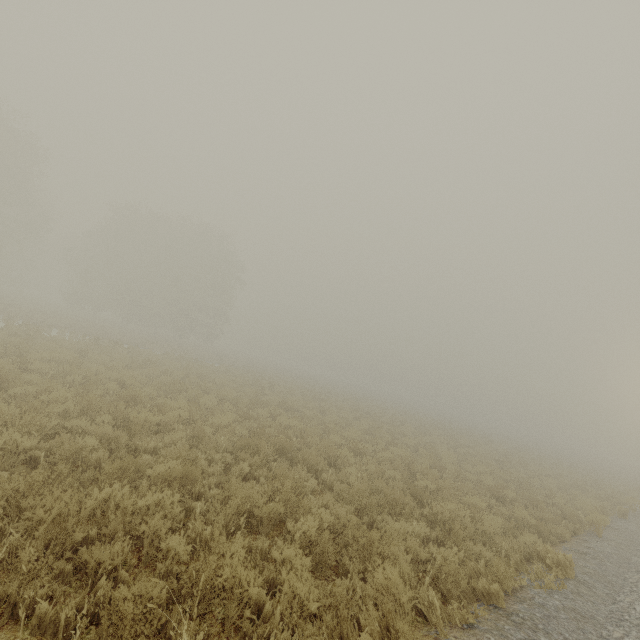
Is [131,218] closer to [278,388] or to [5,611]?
[278,388]
